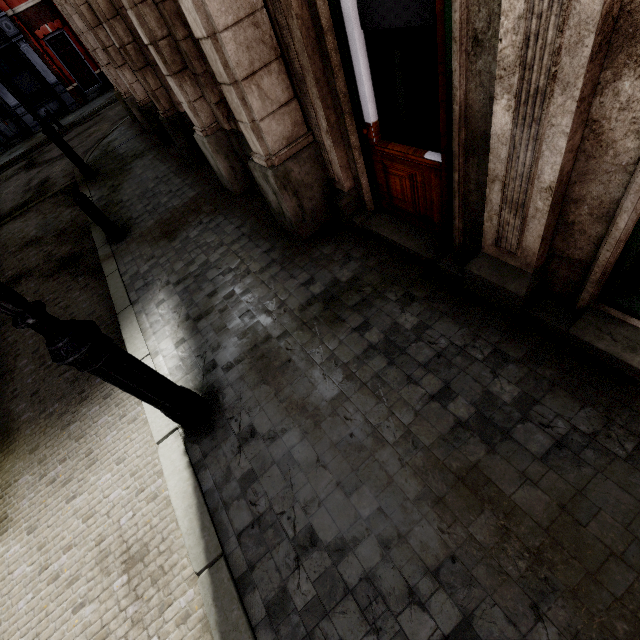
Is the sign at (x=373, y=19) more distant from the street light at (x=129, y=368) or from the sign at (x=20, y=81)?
the sign at (x=20, y=81)

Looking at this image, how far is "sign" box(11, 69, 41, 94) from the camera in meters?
18.1

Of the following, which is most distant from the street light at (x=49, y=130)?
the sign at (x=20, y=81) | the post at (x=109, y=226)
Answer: the sign at (x=20, y=81)

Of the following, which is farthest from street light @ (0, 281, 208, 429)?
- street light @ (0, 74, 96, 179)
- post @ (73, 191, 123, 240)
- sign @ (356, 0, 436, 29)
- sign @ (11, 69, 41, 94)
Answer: sign @ (11, 69, 41, 94)

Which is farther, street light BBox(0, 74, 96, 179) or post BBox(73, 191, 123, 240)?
street light BBox(0, 74, 96, 179)

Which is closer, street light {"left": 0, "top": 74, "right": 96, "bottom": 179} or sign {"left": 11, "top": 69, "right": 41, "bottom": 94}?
street light {"left": 0, "top": 74, "right": 96, "bottom": 179}

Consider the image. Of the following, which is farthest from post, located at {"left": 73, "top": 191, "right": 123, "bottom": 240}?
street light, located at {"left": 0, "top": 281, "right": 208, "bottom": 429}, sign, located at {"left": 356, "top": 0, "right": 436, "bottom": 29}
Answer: sign, located at {"left": 356, "top": 0, "right": 436, "bottom": 29}

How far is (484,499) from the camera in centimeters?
208cm
